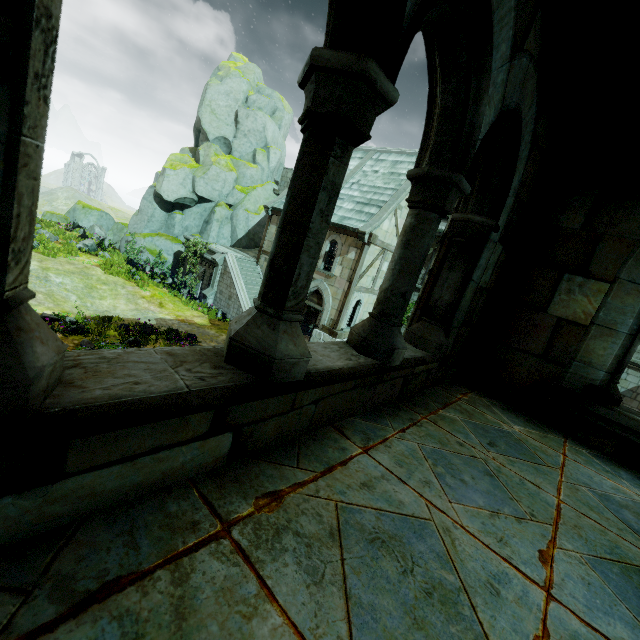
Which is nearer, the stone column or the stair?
the stair

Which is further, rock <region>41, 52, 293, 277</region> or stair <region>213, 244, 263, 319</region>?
rock <region>41, 52, 293, 277</region>

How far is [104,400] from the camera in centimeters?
87cm

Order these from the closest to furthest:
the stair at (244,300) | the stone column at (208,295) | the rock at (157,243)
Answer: the stair at (244,300) < the stone column at (208,295) < the rock at (157,243)

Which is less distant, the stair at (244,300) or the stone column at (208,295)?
the stair at (244,300)

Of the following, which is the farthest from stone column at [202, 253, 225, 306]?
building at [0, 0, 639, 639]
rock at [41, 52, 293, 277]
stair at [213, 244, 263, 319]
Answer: rock at [41, 52, 293, 277]

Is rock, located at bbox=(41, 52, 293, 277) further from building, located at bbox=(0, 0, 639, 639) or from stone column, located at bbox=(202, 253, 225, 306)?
stone column, located at bbox=(202, 253, 225, 306)

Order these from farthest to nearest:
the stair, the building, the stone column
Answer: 1. the stone column
2. the stair
3. the building
